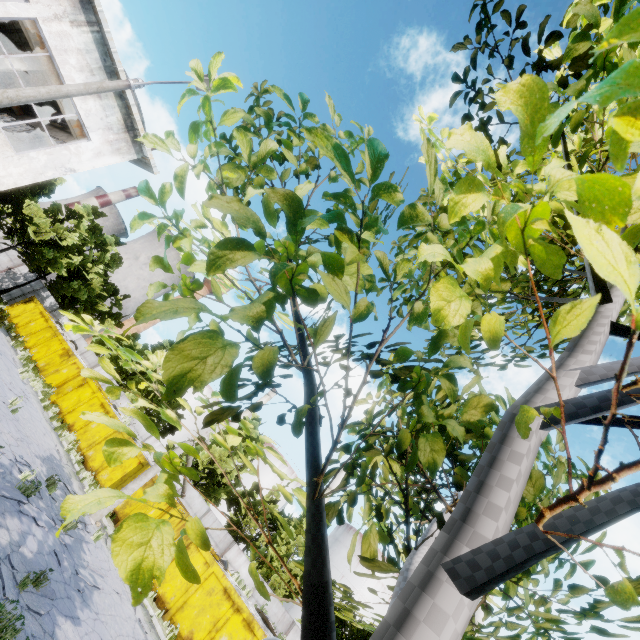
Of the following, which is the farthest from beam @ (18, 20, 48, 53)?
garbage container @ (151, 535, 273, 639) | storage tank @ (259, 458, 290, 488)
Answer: storage tank @ (259, 458, 290, 488)

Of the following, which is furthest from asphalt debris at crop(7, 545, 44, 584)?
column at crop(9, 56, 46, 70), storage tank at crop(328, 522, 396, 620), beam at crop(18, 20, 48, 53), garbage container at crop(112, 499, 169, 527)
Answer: storage tank at crop(328, 522, 396, 620)

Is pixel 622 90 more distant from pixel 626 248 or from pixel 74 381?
pixel 74 381

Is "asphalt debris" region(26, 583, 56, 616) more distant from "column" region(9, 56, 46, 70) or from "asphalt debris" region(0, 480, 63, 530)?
"column" region(9, 56, 46, 70)

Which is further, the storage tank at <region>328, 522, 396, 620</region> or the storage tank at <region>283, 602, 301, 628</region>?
the storage tank at <region>328, 522, 396, 620</region>

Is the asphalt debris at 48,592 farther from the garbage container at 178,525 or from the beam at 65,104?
the beam at 65,104

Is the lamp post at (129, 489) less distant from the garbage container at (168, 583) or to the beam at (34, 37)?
the garbage container at (168, 583)

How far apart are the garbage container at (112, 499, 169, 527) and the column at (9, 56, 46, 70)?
17.0 meters
